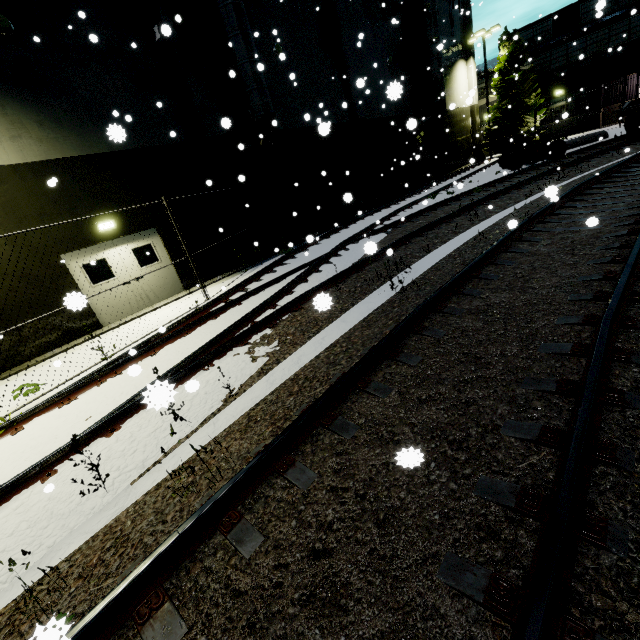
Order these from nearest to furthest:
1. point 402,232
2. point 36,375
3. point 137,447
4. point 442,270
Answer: point 137,447 → point 442,270 → point 36,375 → point 402,232

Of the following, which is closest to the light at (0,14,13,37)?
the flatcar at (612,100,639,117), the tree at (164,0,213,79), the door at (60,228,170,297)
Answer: the tree at (164,0,213,79)

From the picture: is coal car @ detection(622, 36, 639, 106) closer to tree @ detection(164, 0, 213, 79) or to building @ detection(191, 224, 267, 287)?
tree @ detection(164, 0, 213, 79)

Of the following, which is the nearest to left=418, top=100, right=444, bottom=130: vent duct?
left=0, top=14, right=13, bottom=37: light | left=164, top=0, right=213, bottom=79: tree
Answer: left=164, top=0, right=213, bottom=79: tree

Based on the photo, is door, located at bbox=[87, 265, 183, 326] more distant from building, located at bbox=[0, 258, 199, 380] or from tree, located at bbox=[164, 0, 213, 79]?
tree, located at bbox=[164, 0, 213, 79]

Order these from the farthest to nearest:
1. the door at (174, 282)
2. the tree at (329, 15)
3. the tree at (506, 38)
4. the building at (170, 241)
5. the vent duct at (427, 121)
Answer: the tree at (506, 38)
the vent duct at (427, 121)
the tree at (329, 15)
the door at (174, 282)
the building at (170, 241)

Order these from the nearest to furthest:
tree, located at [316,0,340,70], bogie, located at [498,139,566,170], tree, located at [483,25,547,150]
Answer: tree, located at [316,0,340,70]
bogie, located at [498,139,566,170]
tree, located at [483,25,547,150]

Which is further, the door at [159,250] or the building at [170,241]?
the door at [159,250]
